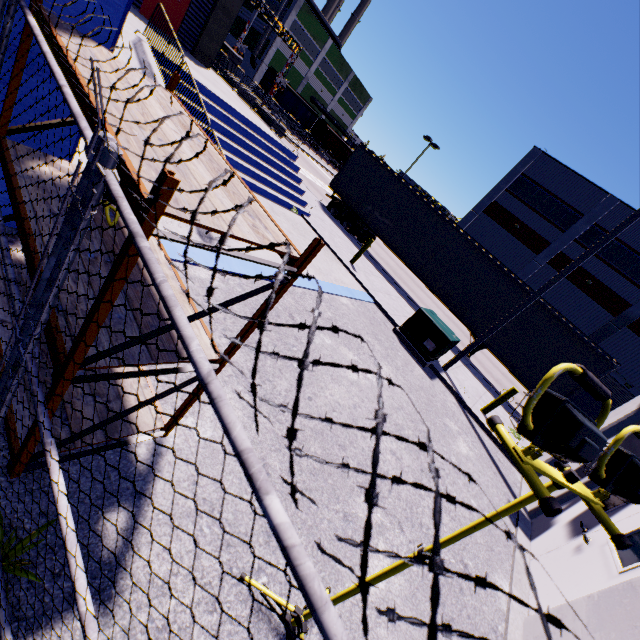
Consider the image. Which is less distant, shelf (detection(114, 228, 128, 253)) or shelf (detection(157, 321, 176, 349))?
shelf (detection(114, 228, 128, 253))

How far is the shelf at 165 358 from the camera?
2.13m

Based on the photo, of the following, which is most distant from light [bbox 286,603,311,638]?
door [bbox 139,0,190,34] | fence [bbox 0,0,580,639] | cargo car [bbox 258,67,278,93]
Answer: cargo car [bbox 258,67,278,93]

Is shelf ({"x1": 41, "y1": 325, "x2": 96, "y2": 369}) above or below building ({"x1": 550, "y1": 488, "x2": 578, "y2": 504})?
above

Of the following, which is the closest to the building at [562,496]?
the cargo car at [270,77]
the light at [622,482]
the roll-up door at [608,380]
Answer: the roll-up door at [608,380]

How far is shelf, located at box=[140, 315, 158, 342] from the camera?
1.80m

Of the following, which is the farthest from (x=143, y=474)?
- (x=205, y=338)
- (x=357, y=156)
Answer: (x=357, y=156)

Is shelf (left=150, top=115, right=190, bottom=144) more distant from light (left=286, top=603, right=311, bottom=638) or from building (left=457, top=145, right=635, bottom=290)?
light (left=286, top=603, right=311, bottom=638)
